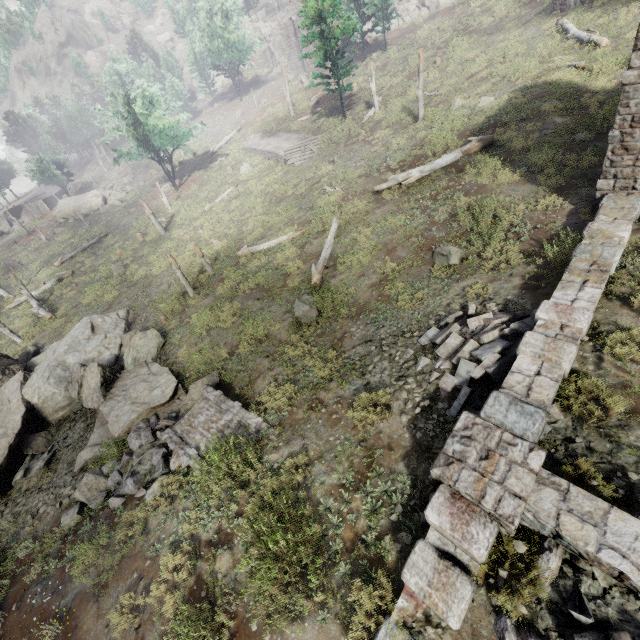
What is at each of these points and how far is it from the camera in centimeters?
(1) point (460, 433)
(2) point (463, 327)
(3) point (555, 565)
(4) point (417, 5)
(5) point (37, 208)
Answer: (1) building, 550cm
(2) rubble, 820cm
(3) rubble, 435cm
(4) rock, 4772cm
(5) building, 5494cm

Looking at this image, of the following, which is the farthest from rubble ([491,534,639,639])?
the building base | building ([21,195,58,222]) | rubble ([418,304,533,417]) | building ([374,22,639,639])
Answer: building ([21,195,58,222])

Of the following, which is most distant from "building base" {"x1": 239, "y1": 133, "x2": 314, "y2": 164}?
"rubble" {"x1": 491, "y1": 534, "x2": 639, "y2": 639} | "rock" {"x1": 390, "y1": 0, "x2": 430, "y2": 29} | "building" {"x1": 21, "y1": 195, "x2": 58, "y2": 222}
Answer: "building" {"x1": 21, "y1": 195, "x2": 58, "y2": 222}

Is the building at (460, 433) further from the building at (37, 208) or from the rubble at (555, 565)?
the building at (37, 208)

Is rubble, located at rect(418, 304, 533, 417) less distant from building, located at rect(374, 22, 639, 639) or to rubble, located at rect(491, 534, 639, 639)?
building, located at rect(374, 22, 639, 639)

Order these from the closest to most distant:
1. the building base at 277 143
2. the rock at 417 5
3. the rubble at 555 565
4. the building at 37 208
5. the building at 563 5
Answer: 1. the rubble at 555 565
2. the building at 563 5
3. the building base at 277 143
4. the rock at 417 5
5. the building at 37 208

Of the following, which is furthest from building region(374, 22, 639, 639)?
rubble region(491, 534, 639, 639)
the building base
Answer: the building base

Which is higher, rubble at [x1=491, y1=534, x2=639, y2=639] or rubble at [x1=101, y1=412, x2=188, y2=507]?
rubble at [x1=491, y1=534, x2=639, y2=639]
